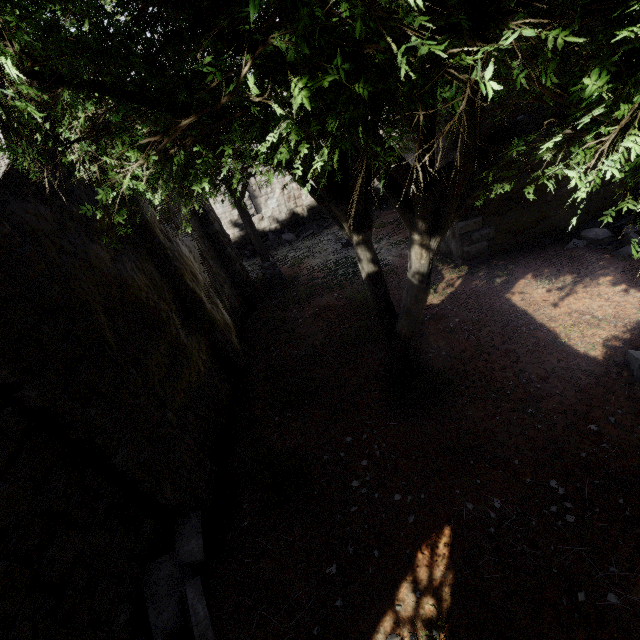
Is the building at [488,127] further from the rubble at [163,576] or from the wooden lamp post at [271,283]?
the wooden lamp post at [271,283]

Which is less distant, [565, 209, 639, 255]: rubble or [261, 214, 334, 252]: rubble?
[565, 209, 639, 255]: rubble

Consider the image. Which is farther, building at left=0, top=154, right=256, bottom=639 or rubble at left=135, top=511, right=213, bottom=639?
rubble at left=135, top=511, right=213, bottom=639

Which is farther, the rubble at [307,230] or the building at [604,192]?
the rubble at [307,230]

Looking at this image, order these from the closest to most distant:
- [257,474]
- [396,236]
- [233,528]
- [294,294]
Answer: [233,528] < [257,474] < [294,294] < [396,236]

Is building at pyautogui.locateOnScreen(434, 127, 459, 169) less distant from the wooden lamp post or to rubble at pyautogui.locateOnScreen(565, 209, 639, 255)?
rubble at pyautogui.locateOnScreen(565, 209, 639, 255)

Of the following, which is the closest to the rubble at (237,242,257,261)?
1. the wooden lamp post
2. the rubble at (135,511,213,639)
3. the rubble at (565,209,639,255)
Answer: the wooden lamp post

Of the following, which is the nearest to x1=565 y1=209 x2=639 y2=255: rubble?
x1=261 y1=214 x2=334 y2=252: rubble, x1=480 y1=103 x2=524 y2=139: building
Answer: x1=480 y1=103 x2=524 y2=139: building
